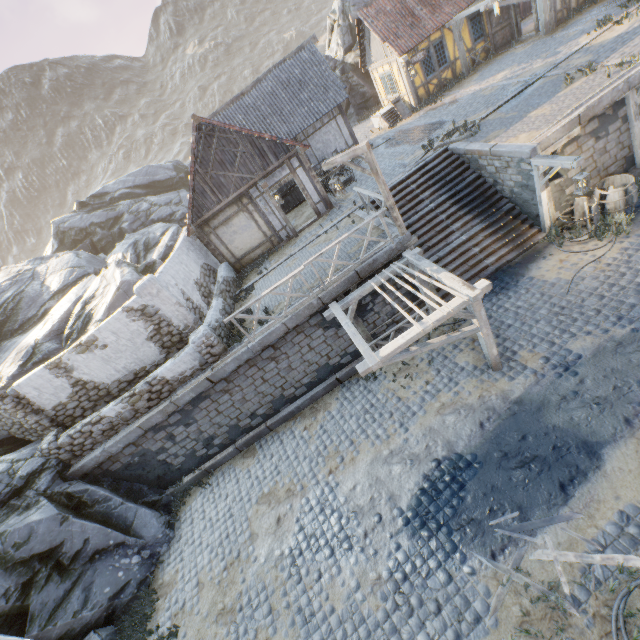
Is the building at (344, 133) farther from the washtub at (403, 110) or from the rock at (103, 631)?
the washtub at (403, 110)

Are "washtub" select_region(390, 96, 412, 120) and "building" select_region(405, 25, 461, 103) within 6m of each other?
yes

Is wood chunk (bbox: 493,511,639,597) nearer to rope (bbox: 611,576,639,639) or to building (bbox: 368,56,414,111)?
rope (bbox: 611,576,639,639)

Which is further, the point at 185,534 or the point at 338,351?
the point at 338,351

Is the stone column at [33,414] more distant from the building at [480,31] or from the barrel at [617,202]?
the building at [480,31]

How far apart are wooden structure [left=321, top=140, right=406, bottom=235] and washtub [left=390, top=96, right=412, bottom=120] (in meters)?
13.18

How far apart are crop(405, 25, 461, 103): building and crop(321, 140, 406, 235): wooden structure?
13.7 meters

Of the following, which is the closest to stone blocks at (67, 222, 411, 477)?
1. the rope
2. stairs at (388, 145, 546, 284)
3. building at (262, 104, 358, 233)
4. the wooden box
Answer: stairs at (388, 145, 546, 284)
